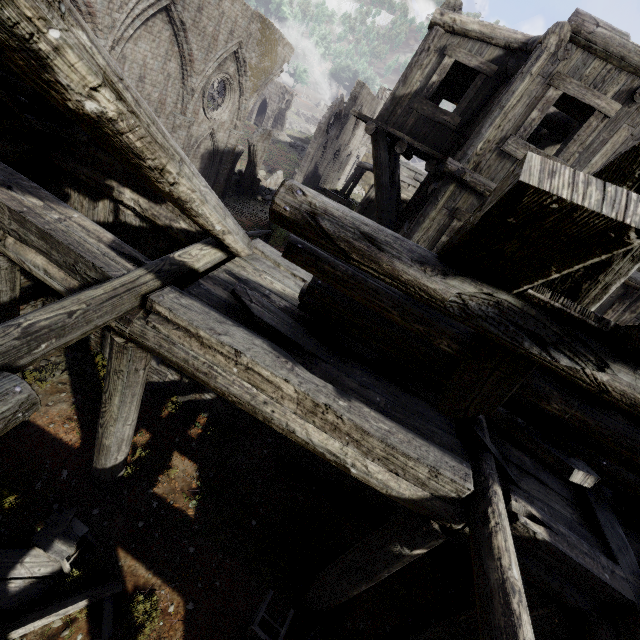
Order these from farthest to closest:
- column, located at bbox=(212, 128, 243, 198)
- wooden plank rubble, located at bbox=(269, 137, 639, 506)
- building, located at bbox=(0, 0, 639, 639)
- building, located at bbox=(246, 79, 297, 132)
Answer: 1. building, located at bbox=(246, 79, 297, 132)
2. column, located at bbox=(212, 128, 243, 198)
3. building, located at bbox=(0, 0, 639, 639)
4. wooden plank rubble, located at bbox=(269, 137, 639, 506)

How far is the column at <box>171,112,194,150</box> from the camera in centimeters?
1401cm

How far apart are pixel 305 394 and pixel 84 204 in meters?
6.5 m

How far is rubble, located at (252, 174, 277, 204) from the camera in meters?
23.0 m

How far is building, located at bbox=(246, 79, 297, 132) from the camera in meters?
42.6

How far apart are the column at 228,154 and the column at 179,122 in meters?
2.8

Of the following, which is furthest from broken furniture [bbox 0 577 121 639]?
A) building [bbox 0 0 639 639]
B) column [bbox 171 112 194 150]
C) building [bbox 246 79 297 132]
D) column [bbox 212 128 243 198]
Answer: building [bbox 246 79 297 132]

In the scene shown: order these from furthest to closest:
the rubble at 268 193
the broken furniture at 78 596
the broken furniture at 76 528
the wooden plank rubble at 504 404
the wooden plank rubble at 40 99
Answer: the rubble at 268 193 → the broken furniture at 76 528 → the broken furniture at 78 596 → the wooden plank rubble at 40 99 → the wooden plank rubble at 504 404
